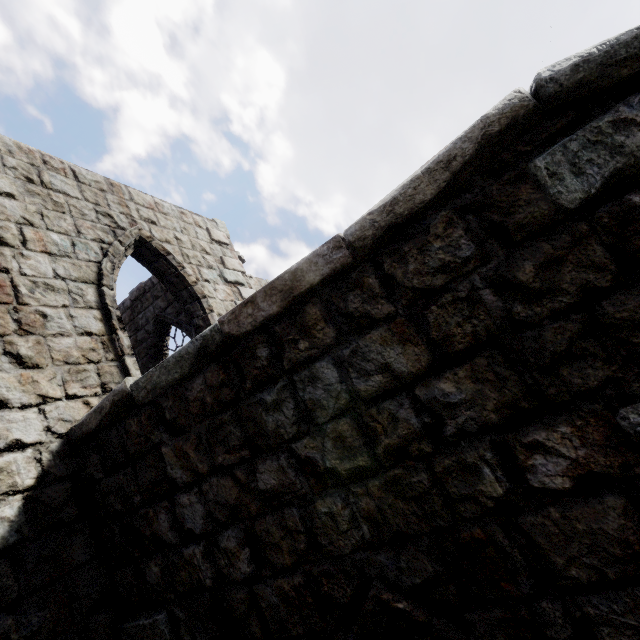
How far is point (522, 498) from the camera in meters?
1.7 m
